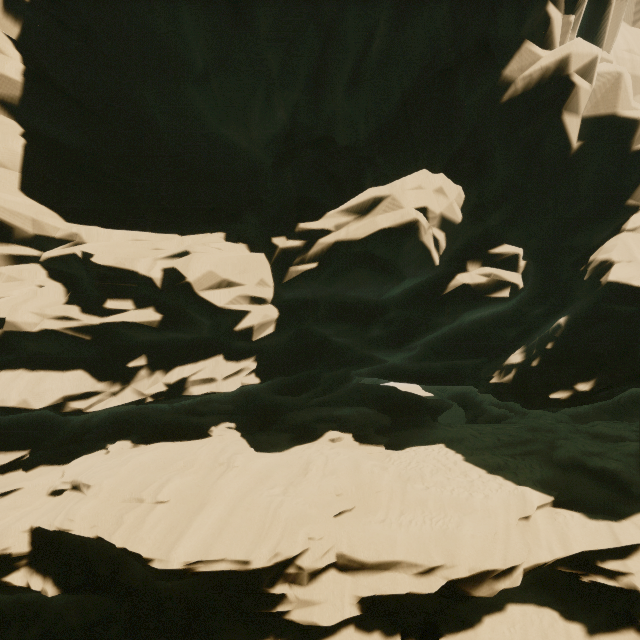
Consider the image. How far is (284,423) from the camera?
15.4m
